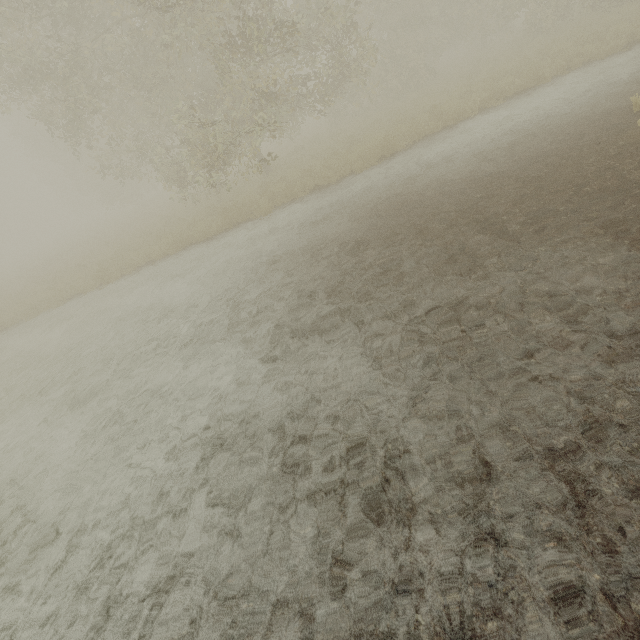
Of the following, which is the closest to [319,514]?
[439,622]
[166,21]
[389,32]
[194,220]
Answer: [439,622]
